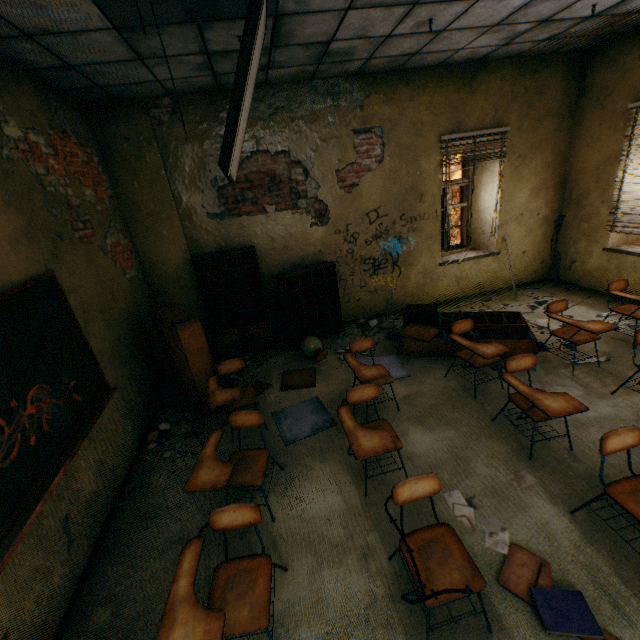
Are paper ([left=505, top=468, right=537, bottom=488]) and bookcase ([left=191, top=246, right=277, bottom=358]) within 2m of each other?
no

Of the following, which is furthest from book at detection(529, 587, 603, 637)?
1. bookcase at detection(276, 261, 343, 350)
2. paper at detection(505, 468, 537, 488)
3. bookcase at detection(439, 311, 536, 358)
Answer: bookcase at detection(276, 261, 343, 350)

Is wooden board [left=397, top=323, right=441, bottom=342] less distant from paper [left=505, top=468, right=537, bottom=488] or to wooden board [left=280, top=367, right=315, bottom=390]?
wooden board [left=280, top=367, right=315, bottom=390]

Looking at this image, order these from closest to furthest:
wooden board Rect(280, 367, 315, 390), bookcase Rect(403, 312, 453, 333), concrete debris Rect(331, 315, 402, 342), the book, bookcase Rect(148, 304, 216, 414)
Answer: the book → bookcase Rect(148, 304, 216, 414) → wooden board Rect(280, 367, 315, 390) → bookcase Rect(403, 312, 453, 333) → concrete debris Rect(331, 315, 402, 342)

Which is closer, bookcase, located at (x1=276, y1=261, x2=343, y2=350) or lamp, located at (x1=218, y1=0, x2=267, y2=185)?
lamp, located at (x1=218, y1=0, x2=267, y2=185)

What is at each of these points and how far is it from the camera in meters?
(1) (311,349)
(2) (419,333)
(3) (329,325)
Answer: (1) globe, 5.1
(2) wooden board, 4.8
(3) bookcase, 5.8

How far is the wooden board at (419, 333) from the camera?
4.68m

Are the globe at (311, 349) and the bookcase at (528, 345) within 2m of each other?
yes
